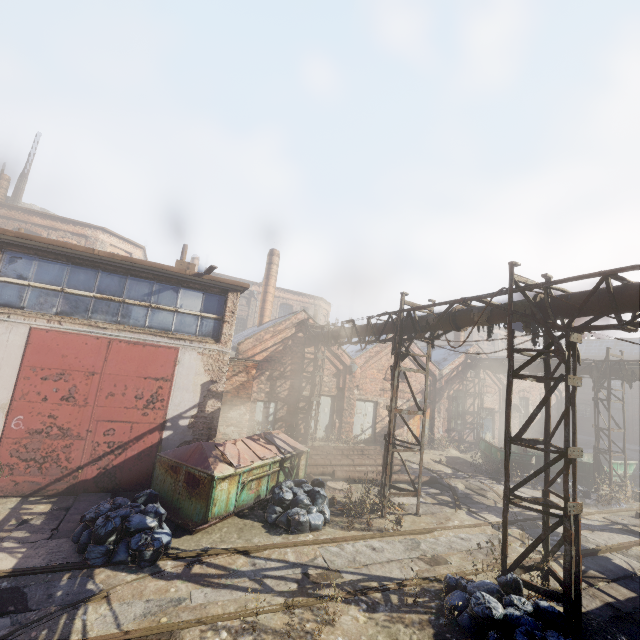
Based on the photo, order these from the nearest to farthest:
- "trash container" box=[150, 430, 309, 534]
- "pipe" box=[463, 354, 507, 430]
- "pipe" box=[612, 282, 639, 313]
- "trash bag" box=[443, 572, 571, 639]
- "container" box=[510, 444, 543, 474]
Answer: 1. "trash bag" box=[443, 572, 571, 639]
2. "pipe" box=[612, 282, 639, 313]
3. "trash container" box=[150, 430, 309, 534]
4. "container" box=[510, 444, 543, 474]
5. "pipe" box=[463, 354, 507, 430]

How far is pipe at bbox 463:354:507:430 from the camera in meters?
21.0 m

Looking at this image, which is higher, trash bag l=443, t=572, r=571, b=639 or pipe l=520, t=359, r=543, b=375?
pipe l=520, t=359, r=543, b=375

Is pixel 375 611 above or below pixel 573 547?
below

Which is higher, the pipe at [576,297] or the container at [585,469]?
the pipe at [576,297]

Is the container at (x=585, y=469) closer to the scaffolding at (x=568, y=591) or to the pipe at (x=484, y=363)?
the pipe at (x=484, y=363)

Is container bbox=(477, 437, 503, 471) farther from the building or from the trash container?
the building
